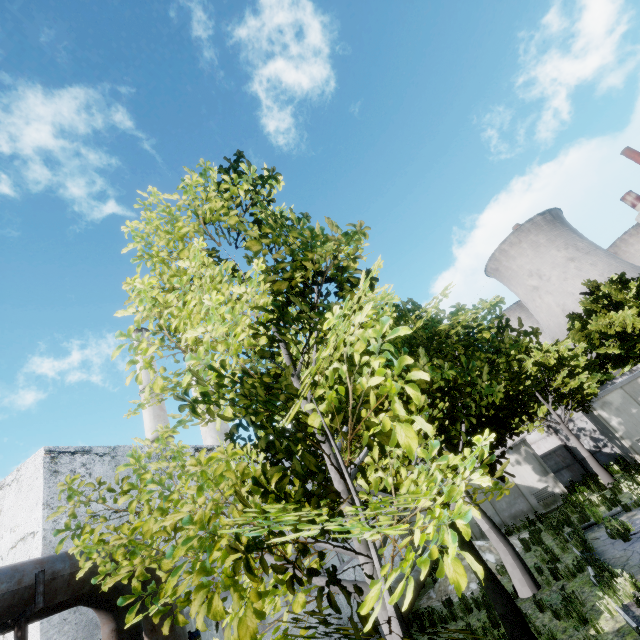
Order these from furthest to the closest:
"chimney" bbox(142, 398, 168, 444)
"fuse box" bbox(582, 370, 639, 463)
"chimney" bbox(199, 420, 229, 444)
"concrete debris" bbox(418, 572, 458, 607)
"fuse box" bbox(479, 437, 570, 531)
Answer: "chimney" bbox(142, 398, 168, 444) → "chimney" bbox(199, 420, 229, 444) → "fuse box" bbox(479, 437, 570, 531) → "fuse box" bbox(582, 370, 639, 463) → "concrete debris" bbox(418, 572, 458, 607)

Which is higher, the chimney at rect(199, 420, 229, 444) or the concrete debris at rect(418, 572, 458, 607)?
the chimney at rect(199, 420, 229, 444)

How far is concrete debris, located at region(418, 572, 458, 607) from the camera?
13.0m

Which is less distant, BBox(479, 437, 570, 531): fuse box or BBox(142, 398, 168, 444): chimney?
BBox(479, 437, 570, 531): fuse box

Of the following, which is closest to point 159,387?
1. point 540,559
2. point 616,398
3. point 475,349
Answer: point 475,349

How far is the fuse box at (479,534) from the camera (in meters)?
17.28

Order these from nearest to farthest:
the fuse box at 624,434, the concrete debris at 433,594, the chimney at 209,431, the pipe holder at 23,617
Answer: the pipe holder at 23,617 → the concrete debris at 433,594 → the fuse box at 624,434 → the chimney at 209,431

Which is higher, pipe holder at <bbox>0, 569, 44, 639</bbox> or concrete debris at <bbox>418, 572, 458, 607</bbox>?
pipe holder at <bbox>0, 569, 44, 639</bbox>
